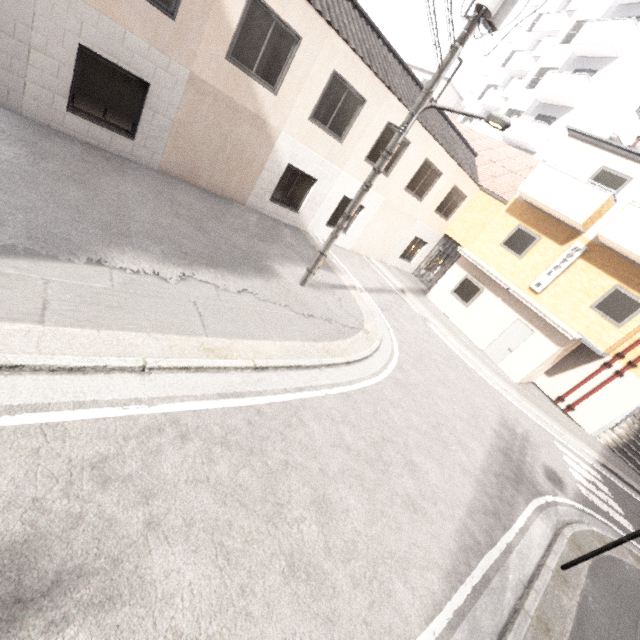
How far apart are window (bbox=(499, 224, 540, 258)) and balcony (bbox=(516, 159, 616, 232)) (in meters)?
0.86

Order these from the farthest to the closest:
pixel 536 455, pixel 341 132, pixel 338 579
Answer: pixel 341 132
pixel 536 455
pixel 338 579

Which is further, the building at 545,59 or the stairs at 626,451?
the building at 545,59

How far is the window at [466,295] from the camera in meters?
15.4 m

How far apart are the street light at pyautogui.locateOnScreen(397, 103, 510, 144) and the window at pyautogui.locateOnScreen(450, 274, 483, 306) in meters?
10.2

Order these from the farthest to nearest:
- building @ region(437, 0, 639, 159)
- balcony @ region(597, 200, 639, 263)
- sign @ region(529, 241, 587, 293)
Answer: building @ region(437, 0, 639, 159), sign @ region(529, 241, 587, 293), balcony @ region(597, 200, 639, 263)

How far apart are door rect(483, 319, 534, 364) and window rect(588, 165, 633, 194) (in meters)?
5.31

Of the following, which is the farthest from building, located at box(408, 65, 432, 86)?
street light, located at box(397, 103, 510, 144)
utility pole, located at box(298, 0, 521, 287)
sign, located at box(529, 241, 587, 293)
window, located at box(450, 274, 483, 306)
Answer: street light, located at box(397, 103, 510, 144)
